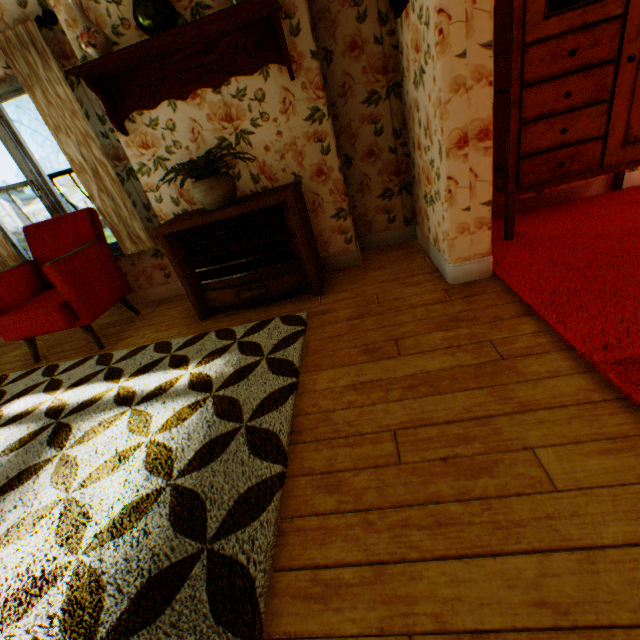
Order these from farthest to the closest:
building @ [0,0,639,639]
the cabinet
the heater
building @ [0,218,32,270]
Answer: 1. building @ [0,218,32,270]
2. the heater
3. the cabinet
4. building @ [0,0,639,639]

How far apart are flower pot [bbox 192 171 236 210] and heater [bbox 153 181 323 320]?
0.06m

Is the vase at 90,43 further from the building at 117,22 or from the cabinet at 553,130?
the cabinet at 553,130

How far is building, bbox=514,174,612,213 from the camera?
3.1 meters

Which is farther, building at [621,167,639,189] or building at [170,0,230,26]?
building at [621,167,639,189]

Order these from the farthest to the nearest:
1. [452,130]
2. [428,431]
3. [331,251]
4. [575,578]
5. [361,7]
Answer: [331,251]
[361,7]
[452,130]
[428,431]
[575,578]

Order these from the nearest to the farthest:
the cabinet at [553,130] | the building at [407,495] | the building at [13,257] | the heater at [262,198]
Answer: the building at [407,495]
the cabinet at [553,130]
the heater at [262,198]
the building at [13,257]

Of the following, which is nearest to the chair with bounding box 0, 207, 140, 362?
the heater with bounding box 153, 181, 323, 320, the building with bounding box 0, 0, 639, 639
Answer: the building with bounding box 0, 0, 639, 639
